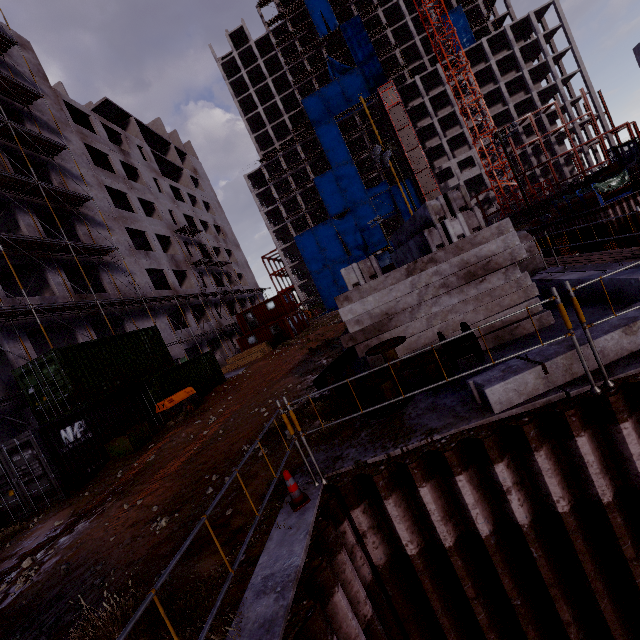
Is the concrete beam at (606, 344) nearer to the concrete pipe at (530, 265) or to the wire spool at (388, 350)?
the wire spool at (388, 350)

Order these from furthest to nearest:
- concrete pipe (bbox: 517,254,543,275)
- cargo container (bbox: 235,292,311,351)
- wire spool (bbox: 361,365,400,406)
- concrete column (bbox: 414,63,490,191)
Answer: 1. concrete column (bbox: 414,63,490,191)
2. cargo container (bbox: 235,292,311,351)
3. concrete pipe (bbox: 517,254,543,275)
4. wire spool (bbox: 361,365,400,406)

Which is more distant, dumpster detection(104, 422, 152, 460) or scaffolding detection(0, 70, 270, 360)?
scaffolding detection(0, 70, 270, 360)

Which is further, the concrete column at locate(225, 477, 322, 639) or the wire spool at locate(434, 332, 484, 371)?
the wire spool at locate(434, 332, 484, 371)

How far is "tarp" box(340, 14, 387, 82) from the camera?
59.5m

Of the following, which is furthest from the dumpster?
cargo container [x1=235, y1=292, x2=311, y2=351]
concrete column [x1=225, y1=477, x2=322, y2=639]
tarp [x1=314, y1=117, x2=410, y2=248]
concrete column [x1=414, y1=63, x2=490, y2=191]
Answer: concrete column [x1=414, y1=63, x2=490, y2=191]

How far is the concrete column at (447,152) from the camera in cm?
5675

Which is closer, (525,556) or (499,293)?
(525,556)
